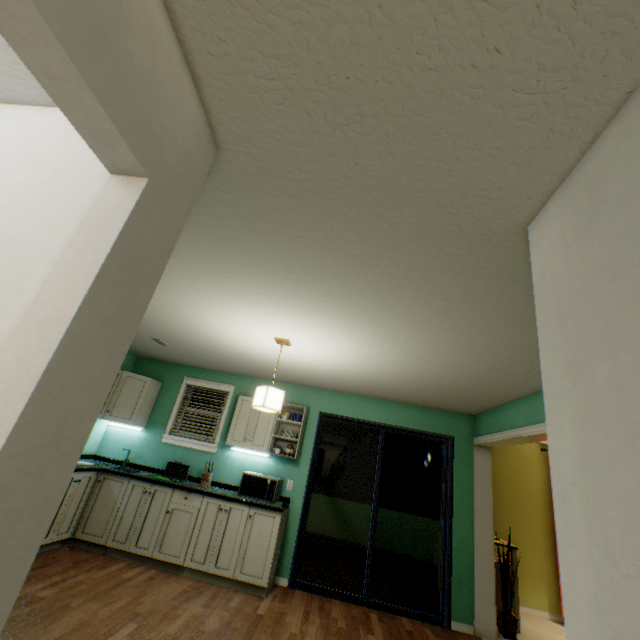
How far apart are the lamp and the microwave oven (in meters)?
1.59

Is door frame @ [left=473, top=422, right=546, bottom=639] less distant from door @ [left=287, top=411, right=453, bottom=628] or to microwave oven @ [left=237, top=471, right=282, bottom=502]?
door @ [left=287, top=411, right=453, bottom=628]

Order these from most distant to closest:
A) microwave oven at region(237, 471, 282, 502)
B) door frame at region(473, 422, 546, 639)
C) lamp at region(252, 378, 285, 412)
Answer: microwave oven at region(237, 471, 282, 502), door frame at region(473, 422, 546, 639), lamp at region(252, 378, 285, 412)

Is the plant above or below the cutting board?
below

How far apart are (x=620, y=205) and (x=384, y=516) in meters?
16.5 m

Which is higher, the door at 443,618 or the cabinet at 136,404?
the cabinet at 136,404

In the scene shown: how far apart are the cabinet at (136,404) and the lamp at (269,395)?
2.5m

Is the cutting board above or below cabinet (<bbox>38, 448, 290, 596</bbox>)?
above
